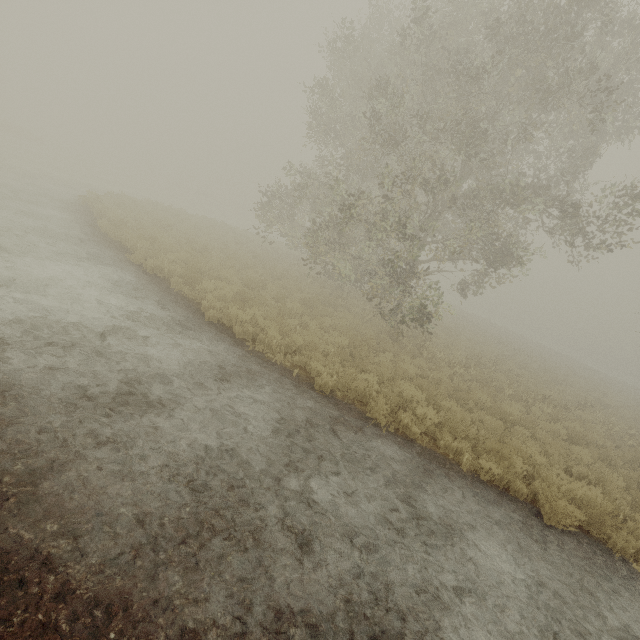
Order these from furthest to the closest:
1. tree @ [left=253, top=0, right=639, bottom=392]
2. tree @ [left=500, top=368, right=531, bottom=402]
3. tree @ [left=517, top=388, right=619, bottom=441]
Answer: tree @ [left=500, top=368, right=531, bottom=402] < tree @ [left=517, top=388, right=619, bottom=441] < tree @ [left=253, top=0, right=639, bottom=392]

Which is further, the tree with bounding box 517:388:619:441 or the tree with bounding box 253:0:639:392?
the tree with bounding box 517:388:619:441

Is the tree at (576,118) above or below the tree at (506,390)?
above

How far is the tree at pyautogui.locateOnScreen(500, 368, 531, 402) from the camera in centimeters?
1241cm

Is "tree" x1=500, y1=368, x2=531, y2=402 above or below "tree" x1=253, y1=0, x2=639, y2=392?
Answer: below

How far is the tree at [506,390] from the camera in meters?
12.4

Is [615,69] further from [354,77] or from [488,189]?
[354,77]
